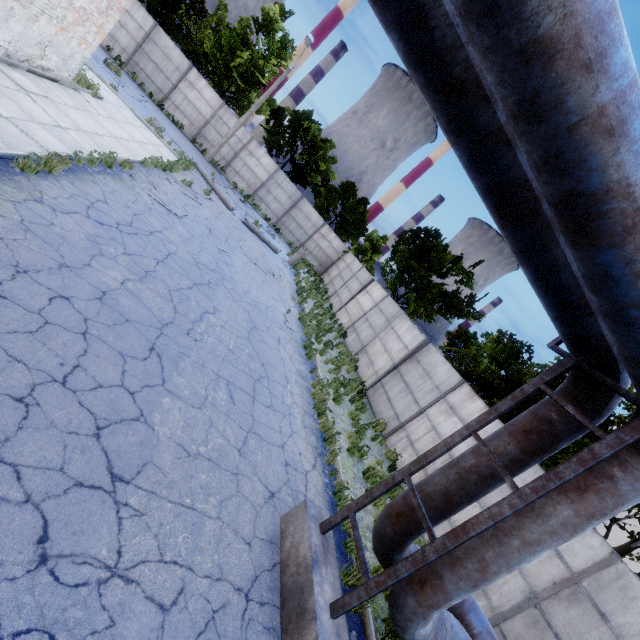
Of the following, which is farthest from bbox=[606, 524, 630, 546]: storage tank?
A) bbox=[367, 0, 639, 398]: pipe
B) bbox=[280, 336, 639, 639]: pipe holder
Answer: bbox=[280, 336, 639, 639]: pipe holder

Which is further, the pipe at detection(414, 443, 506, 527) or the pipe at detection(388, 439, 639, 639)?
the pipe at detection(414, 443, 506, 527)

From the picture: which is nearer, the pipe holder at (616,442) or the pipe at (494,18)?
the pipe at (494,18)

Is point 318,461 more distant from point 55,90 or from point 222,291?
point 55,90

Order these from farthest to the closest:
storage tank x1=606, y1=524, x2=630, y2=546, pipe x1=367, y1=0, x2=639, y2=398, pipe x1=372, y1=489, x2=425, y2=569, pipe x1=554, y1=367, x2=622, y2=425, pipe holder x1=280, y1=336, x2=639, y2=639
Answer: storage tank x1=606, y1=524, x2=630, y2=546, pipe x1=372, y1=489, x2=425, y2=569, pipe x1=554, y1=367, x2=622, y2=425, pipe holder x1=280, y1=336, x2=639, y2=639, pipe x1=367, y1=0, x2=639, y2=398

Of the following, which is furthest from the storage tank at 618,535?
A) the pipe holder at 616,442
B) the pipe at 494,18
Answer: the pipe holder at 616,442

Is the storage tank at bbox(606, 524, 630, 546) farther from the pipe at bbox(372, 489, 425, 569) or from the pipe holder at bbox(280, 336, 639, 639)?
the pipe holder at bbox(280, 336, 639, 639)
